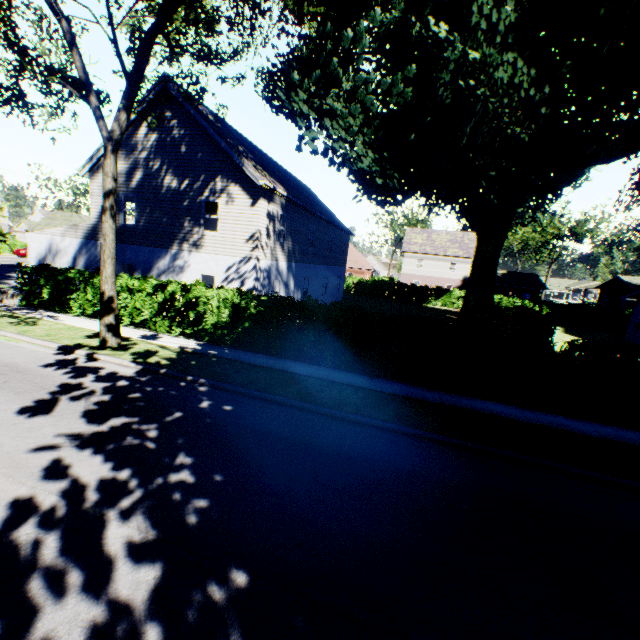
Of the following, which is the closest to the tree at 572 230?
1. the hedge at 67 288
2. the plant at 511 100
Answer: the plant at 511 100

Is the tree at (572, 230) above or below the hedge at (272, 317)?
above

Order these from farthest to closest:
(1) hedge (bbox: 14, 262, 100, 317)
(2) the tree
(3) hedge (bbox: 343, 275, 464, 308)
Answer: (2) the tree
(3) hedge (bbox: 343, 275, 464, 308)
(1) hedge (bbox: 14, 262, 100, 317)

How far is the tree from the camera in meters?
51.3 m

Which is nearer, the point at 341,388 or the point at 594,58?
the point at 341,388

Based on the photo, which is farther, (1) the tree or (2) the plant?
(1) the tree

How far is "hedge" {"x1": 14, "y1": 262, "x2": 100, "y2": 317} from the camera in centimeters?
1416cm
